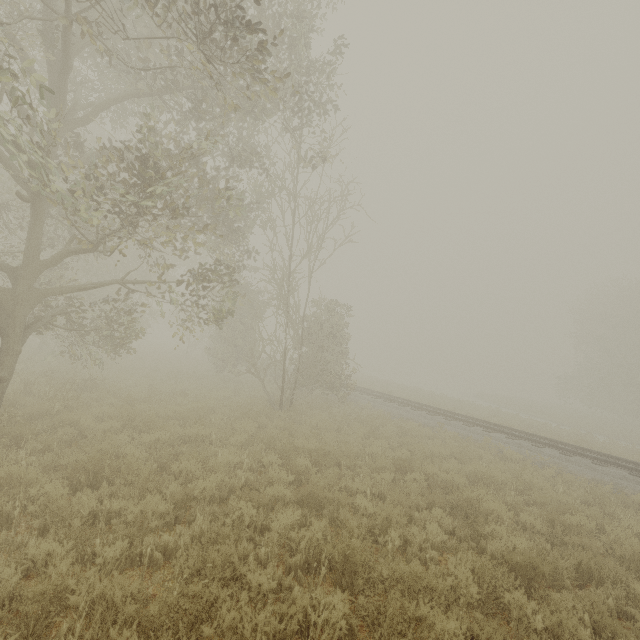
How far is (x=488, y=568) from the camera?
4.61m
